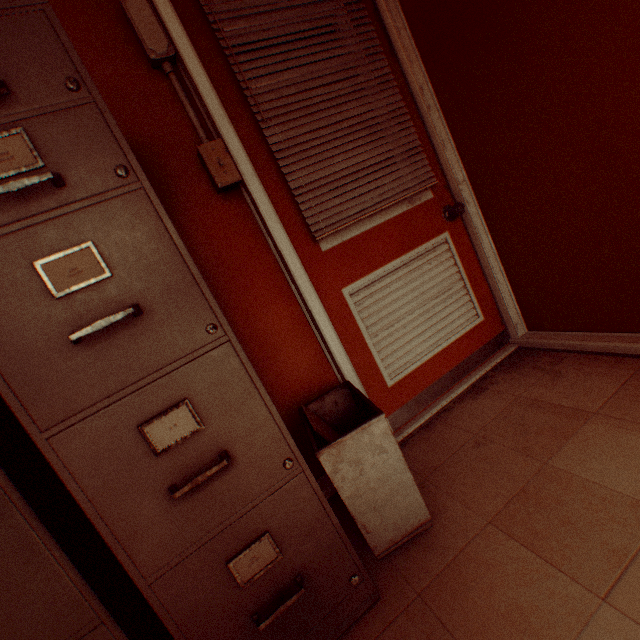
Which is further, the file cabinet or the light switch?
the light switch

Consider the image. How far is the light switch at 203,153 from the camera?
1.4m

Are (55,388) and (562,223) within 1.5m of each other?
no

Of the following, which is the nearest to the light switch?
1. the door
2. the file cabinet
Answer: the door

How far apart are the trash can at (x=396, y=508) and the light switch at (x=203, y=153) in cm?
107

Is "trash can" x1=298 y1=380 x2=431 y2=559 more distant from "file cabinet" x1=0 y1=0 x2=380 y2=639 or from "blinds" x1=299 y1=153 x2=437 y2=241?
"blinds" x1=299 y1=153 x2=437 y2=241

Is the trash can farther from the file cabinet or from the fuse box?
the fuse box

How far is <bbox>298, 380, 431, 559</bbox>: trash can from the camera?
1.1m
